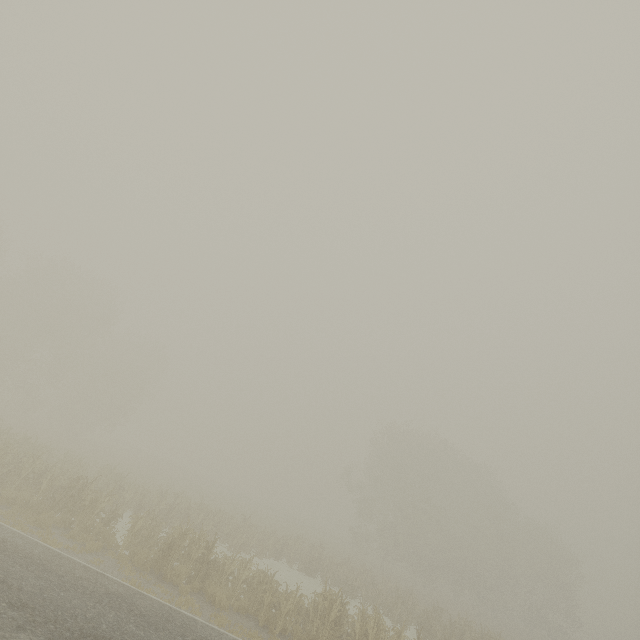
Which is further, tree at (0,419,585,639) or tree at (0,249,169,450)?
tree at (0,249,169,450)

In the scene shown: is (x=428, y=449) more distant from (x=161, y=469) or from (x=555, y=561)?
(x=161, y=469)

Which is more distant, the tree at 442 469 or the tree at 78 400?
the tree at 78 400
